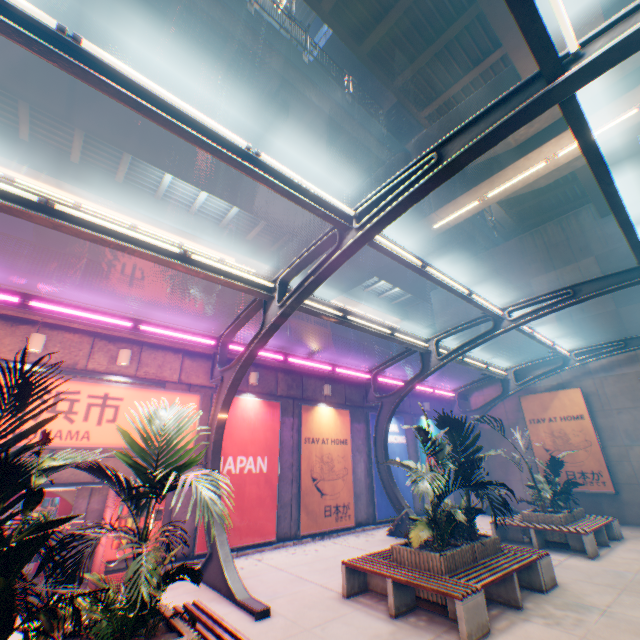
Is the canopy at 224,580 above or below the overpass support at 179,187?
below

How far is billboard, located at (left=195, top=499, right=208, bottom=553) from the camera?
8.79m

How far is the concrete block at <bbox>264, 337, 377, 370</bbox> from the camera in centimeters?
1291cm

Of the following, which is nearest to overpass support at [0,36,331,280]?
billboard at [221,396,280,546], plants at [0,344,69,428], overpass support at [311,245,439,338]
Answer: overpass support at [311,245,439,338]

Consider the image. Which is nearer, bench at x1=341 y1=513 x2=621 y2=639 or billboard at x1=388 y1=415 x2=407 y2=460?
bench at x1=341 y1=513 x2=621 y2=639

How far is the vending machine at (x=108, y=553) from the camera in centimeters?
682cm

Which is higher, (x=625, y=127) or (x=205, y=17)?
(x=205, y=17)

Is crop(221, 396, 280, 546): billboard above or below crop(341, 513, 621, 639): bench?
above
